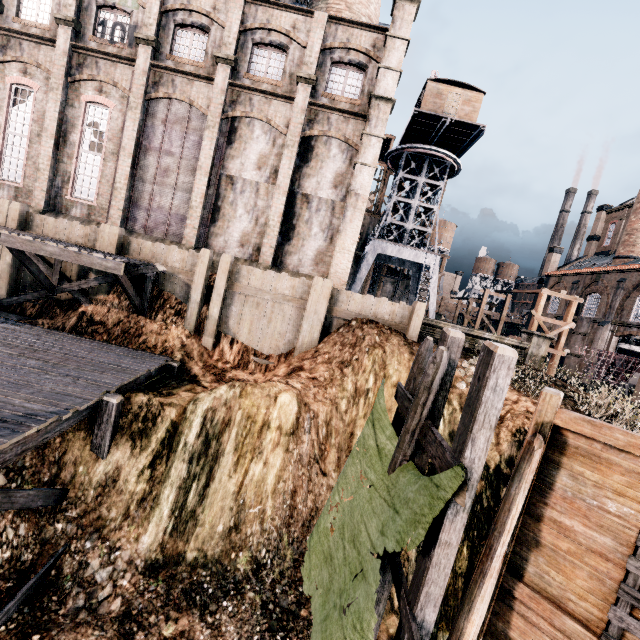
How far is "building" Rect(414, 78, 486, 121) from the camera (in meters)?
28.92

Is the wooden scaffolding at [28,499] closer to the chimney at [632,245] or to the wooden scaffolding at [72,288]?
the wooden scaffolding at [72,288]

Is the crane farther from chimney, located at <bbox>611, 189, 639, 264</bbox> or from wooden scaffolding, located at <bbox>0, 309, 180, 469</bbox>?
chimney, located at <bbox>611, 189, 639, 264</bbox>

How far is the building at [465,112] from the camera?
28.9m

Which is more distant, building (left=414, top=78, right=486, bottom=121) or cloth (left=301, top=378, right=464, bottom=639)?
building (left=414, top=78, right=486, bottom=121)

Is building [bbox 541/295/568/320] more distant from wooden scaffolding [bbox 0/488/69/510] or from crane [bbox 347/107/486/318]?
wooden scaffolding [bbox 0/488/69/510]

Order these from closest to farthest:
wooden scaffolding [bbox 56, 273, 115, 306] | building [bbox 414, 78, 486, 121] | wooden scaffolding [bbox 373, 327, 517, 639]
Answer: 1. wooden scaffolding [bbox 373, 327, 517, 639]
2. wooden scaffolding [bbox 56, 273, 115, 306]
3. building [bbox 414, 78, 486, 121]

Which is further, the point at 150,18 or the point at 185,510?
the point at 150,18
